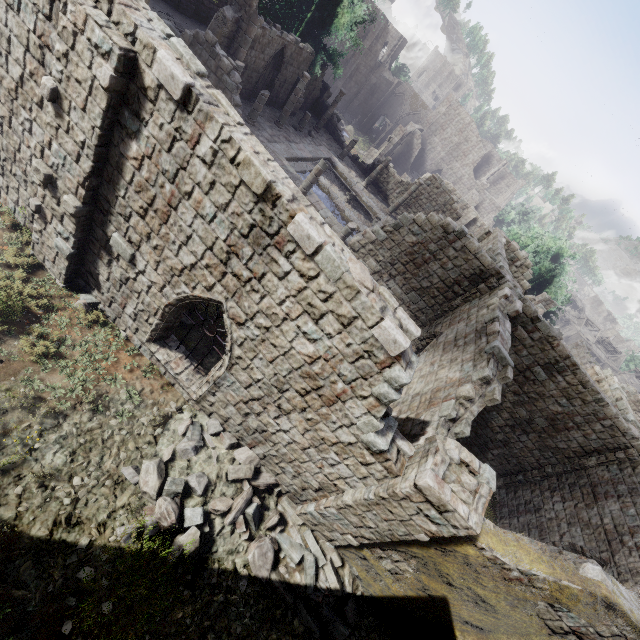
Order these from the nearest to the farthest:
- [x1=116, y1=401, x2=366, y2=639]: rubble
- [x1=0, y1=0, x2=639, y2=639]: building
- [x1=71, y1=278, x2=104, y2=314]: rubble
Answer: [x1=0, y1=0, x2=639, y2=639]: building < [x1=116, y1=401, x2=366, y2=639]: rubble < [x1=71, y1=278, x2=104, y2=314]: rubble

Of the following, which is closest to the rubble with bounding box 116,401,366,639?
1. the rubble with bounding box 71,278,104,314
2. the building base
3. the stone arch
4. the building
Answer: the building

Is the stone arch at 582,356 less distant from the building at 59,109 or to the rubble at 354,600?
the building at 59,109

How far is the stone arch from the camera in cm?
3312

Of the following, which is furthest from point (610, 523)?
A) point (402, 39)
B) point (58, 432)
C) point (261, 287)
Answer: point (402, 39)

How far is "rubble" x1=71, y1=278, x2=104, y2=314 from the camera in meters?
8.5 m

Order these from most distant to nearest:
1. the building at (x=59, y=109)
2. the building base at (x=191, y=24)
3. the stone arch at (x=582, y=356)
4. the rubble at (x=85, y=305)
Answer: the stone arch at (x=582, y=356) < the building base at (x=191, y=24) < the rubble at (x=85, y=305) < the building at (x=59, y=109)

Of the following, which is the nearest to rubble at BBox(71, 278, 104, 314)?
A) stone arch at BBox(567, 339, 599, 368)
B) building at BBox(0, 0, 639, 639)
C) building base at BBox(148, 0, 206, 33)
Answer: building at BBox(0, 0, 639, 639)
